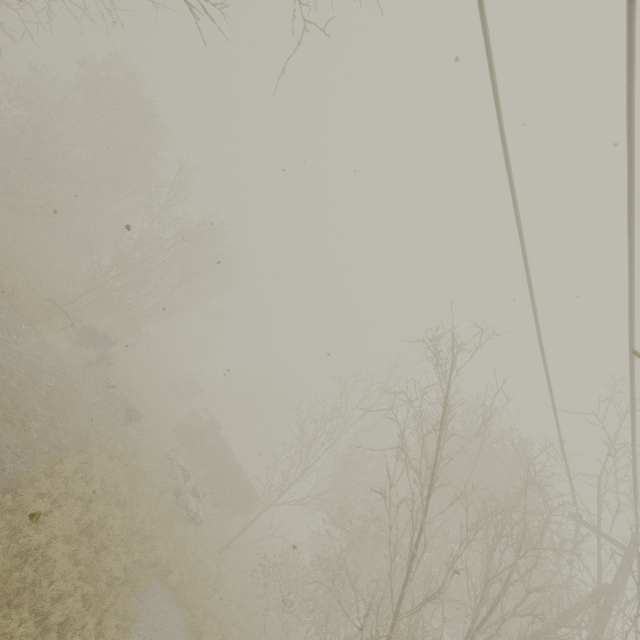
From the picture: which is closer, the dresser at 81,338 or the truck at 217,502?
the dresser at 81,338

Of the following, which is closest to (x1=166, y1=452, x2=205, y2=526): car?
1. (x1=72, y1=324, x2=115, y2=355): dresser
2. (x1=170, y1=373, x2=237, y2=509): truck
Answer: (x1=170, y1=373, x2=237, y2=509): truck

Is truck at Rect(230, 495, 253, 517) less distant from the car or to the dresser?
the car

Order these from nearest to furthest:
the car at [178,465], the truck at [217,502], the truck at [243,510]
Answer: the car at [178,465]
the truck at [217,502]
the truck at [243,510]

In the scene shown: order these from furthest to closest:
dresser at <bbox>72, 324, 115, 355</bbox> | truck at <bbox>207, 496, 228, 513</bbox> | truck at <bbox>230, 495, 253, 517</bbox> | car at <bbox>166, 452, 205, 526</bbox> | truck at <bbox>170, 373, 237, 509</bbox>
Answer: truck at <bbox>170, 373, 237, 509</bbox> < truck at <bbox>230, 495, 253, 517</bbox> < truck at <bbox>207, 496, 228, 513</bbox> < dresser at <bbox>72, 324, 115, 355</bbox> < car at <bbox>166, 452, 205, 526</bbox>

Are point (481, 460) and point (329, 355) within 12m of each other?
yes

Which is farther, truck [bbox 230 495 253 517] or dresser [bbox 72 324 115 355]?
truck [bbox 230 495 253 517]

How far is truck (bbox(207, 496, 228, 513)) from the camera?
19.8 meters
